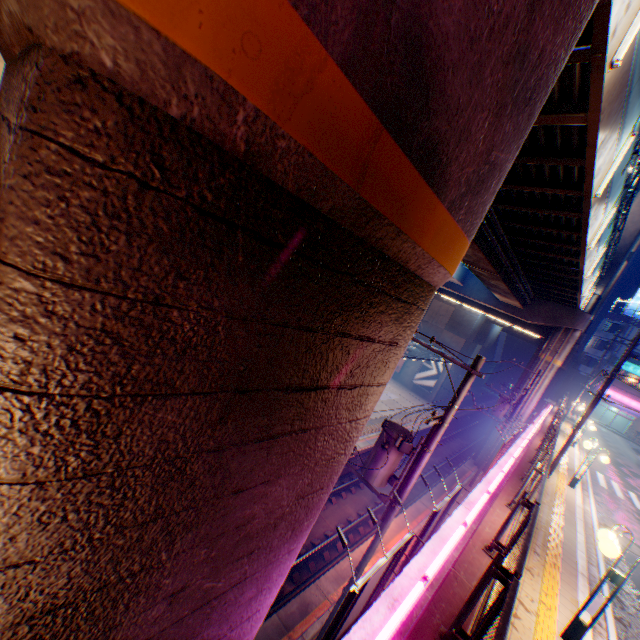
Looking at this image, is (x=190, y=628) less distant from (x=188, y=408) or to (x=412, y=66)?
(x=188, y=408)

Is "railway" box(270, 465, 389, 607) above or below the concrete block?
below

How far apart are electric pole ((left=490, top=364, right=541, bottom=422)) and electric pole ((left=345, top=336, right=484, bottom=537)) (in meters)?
17.10

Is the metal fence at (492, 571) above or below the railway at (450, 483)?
above

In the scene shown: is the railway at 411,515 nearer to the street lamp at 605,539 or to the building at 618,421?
the building at 618,421

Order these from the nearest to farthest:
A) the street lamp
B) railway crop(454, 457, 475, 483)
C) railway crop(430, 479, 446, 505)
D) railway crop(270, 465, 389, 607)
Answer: the street lamp → railway crop(270, 465, 389, 607) → railway crop(430, 479, 446, 505) → railway crop(454, 457, 475, 483)

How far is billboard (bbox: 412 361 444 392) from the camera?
39.8m

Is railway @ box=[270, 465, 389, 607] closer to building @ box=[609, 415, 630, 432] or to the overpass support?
the overpass support
